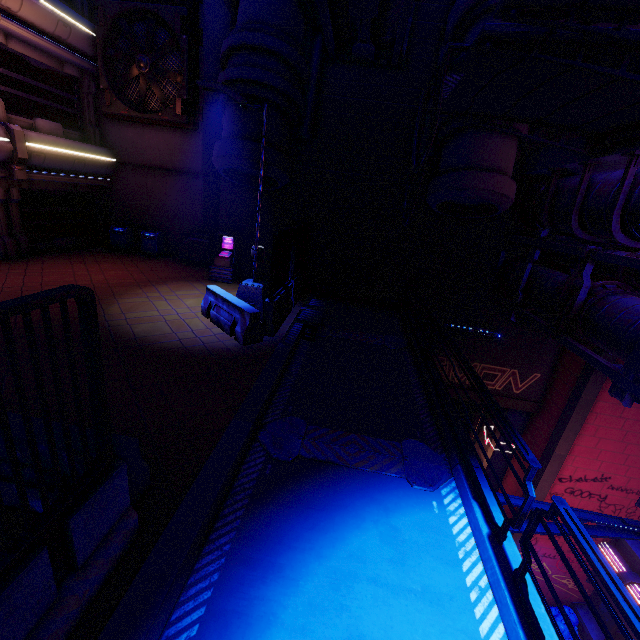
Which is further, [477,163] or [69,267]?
[69,267]

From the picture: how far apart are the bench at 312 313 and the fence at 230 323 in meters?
0.7 m

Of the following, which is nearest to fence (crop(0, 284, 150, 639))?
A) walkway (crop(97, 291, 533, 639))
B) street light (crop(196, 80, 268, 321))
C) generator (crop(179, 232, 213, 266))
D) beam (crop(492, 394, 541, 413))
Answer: walkway (crop(97, 291, 533, 639))

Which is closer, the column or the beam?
the column

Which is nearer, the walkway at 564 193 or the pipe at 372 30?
the walkway at 564 193

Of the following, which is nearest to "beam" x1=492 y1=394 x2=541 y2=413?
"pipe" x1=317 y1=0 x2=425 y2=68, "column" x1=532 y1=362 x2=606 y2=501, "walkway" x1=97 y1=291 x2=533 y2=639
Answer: "walkway" x1=97 y1=291 x2=533 y2=639

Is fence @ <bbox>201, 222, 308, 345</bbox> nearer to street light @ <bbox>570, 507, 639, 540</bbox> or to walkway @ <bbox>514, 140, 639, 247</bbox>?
street light @ <bbox>570, 507, 639, 540</bbox>

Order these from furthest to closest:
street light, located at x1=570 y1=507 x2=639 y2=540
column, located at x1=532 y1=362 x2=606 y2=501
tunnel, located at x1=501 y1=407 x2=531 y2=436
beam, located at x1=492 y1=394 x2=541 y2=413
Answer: tunnel, located at x1=501 y1=407 x2=531 y2=436 → beam, located at x1=492 y1=394 x2=541 y2=413 → column, located at x1=532 y1=362 x2=606 y2=501 → street light, located at x1=570 y1=507 x2=639 y2=540
